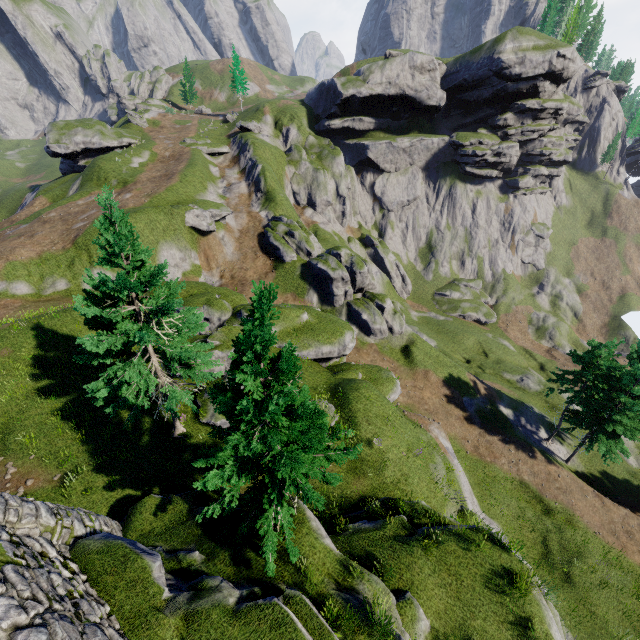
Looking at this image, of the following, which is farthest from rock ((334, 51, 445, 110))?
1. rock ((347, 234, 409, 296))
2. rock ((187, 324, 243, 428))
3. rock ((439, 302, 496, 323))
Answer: rock ((187, 324, 243, 428))

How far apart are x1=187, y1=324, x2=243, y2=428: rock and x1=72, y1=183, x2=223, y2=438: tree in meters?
6.5

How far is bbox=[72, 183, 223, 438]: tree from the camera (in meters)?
12.57

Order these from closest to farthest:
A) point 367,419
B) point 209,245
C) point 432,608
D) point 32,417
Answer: point 432,608 → point 32,417 → point 367,419 → point 209,245

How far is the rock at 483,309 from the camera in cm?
5784

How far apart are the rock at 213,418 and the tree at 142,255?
6.55m

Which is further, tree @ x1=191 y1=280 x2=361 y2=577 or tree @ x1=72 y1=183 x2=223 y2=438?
tree @ x1=72 y1=183 x2=223 y2=438

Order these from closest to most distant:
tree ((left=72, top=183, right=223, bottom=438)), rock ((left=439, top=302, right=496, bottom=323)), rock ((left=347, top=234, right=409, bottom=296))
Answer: tree ((left=72, top=183, right=223, bottom=438)) < rock ((left=347, top=234, right=409, bottom=296)) < rock ((left=439, top=302, right=496, bottom=323))
